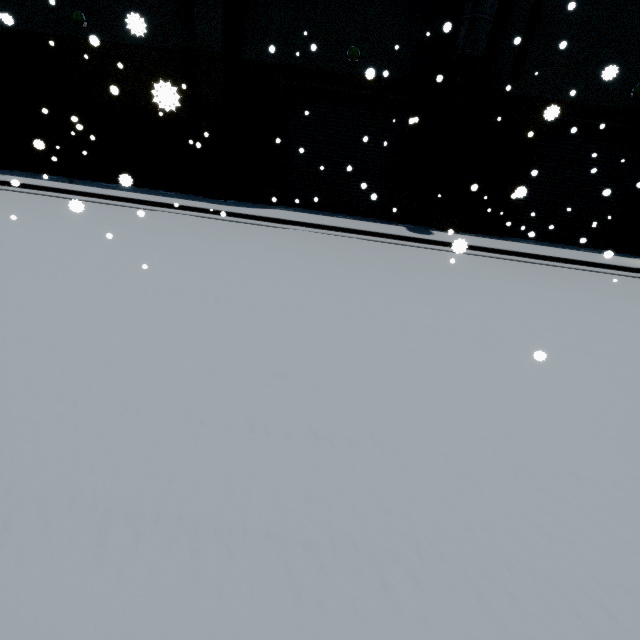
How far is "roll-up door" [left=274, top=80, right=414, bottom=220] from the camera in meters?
12.4

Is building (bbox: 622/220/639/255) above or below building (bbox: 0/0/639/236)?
below

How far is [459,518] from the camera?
2.58m

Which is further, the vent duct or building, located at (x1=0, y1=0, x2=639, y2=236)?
building, located at (x1=0, y1=0, x2=639, y2=236)

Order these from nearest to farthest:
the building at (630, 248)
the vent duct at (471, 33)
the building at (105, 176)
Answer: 1. the vent duct at (471, 33)
2. the building at (105, 176)
3. the building at (630, 248)

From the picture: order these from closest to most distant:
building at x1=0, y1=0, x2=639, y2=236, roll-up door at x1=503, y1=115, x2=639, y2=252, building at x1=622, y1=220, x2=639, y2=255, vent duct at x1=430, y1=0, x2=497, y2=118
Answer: vent duct at x1=430, y1=0, x2=497, y2=118 < building at x1=0, y1=0, x2=639, y2=236 < roll-up door at x1=503, y1=115, x2=639, y2=252 < building at x1=622, y1=220, x2=639, y2=255

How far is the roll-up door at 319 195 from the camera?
12.35m

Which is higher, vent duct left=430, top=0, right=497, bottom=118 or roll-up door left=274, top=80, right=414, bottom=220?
vent duct left=430, top=0, right=497, bottom=118
